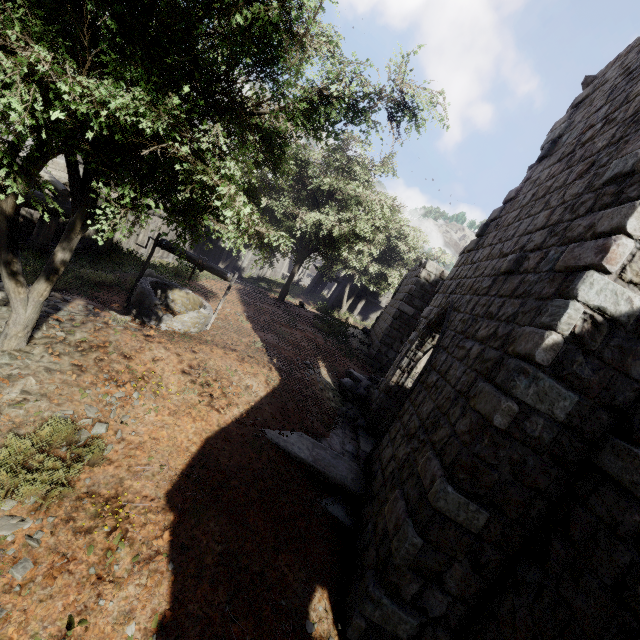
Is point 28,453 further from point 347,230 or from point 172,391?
point 347,230

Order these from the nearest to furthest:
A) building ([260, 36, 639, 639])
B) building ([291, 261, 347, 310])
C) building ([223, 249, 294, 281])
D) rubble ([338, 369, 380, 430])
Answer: building ([260, 36, 639, 639]) → rubble ([338, 369, 380, 430]) → building ([291, 261, 347, 310]) → building ([223, 249, 294, 281])

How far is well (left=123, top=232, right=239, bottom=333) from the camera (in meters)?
7.73

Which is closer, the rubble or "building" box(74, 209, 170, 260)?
the rubble

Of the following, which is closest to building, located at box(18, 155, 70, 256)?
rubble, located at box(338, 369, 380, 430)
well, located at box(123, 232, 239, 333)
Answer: rubble, located at box(338, 369, 380, 430)

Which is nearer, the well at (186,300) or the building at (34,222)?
the well at (186,300)

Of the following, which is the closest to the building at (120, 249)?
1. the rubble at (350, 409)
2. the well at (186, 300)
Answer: the rubble at (350, 409)
